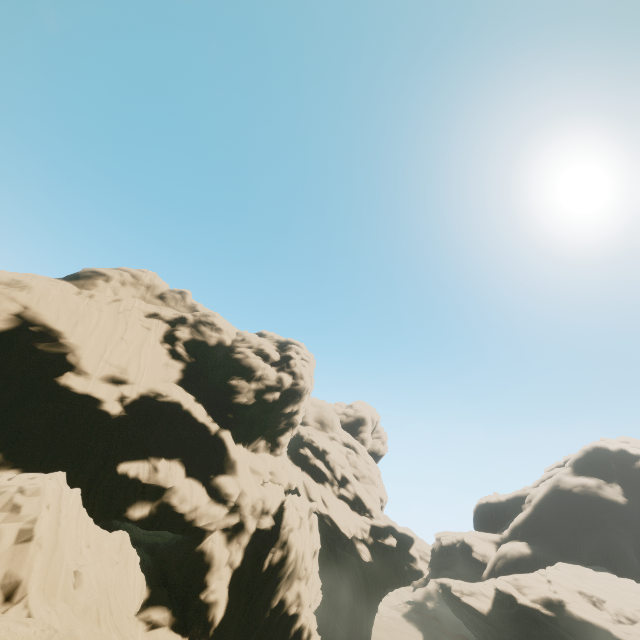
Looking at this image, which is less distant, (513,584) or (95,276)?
(95,276)

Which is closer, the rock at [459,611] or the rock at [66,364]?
the rock at [66,364]

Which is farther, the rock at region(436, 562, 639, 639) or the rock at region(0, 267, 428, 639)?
the rock at region(436, 562, 639, 639)
